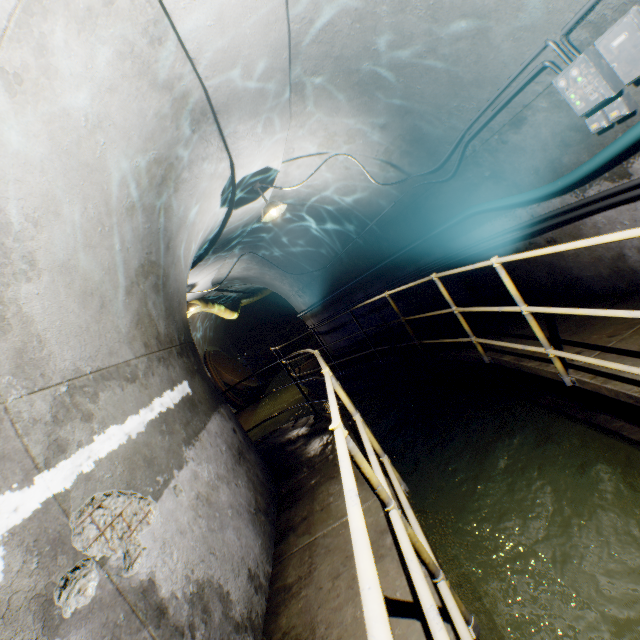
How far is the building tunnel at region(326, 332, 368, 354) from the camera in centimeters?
865cm

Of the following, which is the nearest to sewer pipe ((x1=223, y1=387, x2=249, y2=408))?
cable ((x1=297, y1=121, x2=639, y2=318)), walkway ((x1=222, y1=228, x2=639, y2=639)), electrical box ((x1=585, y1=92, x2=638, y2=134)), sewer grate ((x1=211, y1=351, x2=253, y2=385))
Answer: sewer grate ((x1=211, y1=351, x2=253, y2=385))

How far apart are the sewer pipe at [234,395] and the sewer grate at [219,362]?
0.0 meters

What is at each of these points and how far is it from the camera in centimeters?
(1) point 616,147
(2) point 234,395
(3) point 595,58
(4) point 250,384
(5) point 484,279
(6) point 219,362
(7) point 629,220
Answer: (1) cable, 259cm
(2) sewer pipe, 1314cm
(3) electrical box, 241cm
(4) sewer grate, 1350cm
(5) building tunnel, 527cm
(6) sewer grate, 1392cm
(7) building tunnel, 302cm

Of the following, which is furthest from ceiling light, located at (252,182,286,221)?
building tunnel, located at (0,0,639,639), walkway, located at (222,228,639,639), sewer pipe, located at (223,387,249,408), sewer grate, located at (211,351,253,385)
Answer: sewer grate, located at (211,351,253,385)

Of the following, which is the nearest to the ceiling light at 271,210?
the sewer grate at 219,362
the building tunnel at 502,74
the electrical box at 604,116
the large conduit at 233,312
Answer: the building tunnel at 502,74

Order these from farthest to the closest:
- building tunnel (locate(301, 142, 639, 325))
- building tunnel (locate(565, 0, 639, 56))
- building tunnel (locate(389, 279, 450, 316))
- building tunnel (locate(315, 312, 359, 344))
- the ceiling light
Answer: building tunnel (locate(315, 312, 359, 344)), building tunnel (locate(389, 279, 450, 316)), the ceiling light, building tunnel (locate(301, 142, 639, 325)), building tunnel (locate(565, 0, 639, 56))

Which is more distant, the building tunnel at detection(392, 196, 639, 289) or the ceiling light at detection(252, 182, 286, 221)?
the ceiling light at detection(252, 182, 286, 221)
